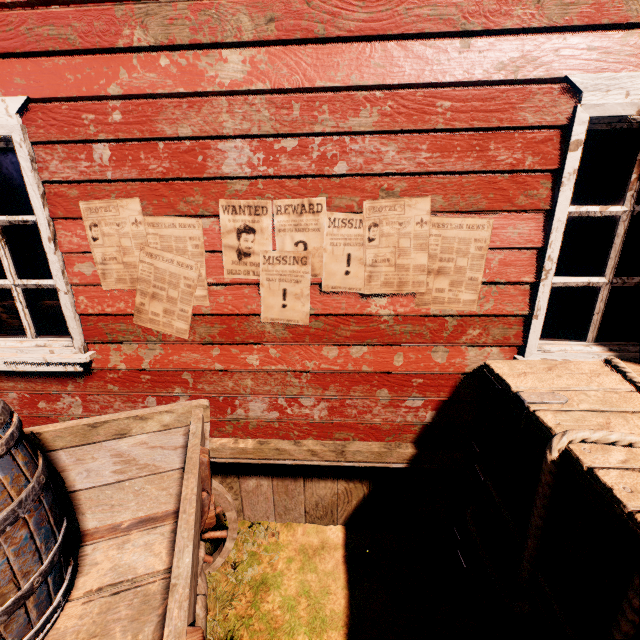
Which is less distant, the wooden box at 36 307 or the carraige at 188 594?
the carraige at 188 594

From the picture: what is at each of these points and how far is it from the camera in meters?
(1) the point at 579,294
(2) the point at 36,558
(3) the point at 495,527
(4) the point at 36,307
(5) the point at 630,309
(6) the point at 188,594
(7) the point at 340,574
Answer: (1) wooden box, 2.6
(2) barrel, 1.3
(3) wooden box, 2.0
(4) wooden box, 2.7
(5) wooden box, 3.1
(6) carraige, 1.0
(7) z, 2.5

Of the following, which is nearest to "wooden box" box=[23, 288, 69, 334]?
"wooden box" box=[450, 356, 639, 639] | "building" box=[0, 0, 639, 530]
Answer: "building" box=[0, 0, 639, 530]

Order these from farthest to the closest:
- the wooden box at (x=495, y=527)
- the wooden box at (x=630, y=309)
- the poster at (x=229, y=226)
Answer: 1. the wooden box at (x=630, y=309)
2. the poster at (x=229, y=226)
3. the wooden box at (x=495, y=527)

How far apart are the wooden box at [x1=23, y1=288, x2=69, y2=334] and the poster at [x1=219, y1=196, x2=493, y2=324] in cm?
136

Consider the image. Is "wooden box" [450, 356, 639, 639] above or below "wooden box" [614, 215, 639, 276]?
below

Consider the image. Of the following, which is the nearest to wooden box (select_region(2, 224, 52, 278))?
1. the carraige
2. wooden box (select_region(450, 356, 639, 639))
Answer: the carraige

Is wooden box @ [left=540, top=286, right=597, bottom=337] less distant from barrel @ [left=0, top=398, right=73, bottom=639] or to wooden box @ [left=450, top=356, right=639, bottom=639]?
wooden box @ [left=450, top=356, right=639, bottom=639]
